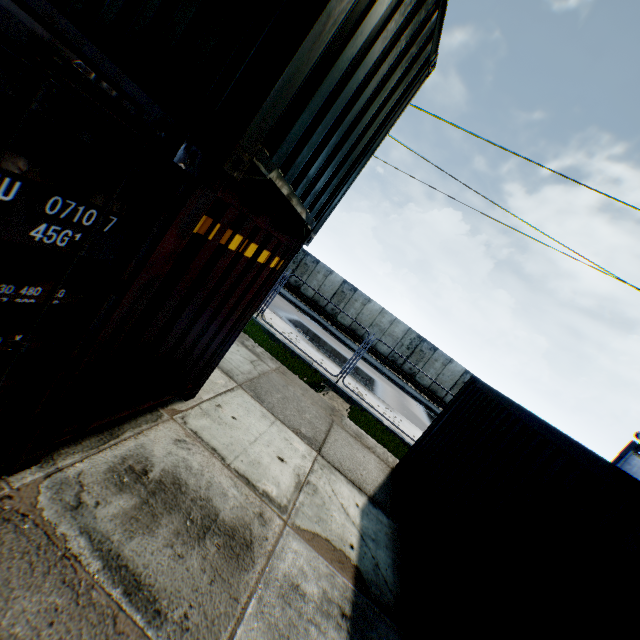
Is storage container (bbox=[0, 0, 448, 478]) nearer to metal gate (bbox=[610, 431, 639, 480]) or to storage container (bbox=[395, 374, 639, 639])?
storage container (bbox=[395, 374, 639, 639])

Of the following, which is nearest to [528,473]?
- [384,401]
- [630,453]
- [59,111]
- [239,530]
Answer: [239,530]

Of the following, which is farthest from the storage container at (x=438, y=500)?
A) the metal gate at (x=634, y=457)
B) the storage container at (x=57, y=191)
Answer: the metal gate at (x=634, y=457)

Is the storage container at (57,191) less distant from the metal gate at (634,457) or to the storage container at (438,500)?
the storage container at (438,500)

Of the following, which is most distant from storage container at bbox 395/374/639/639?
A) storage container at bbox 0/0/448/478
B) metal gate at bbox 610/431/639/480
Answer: metal gate at bbox 610/431/639/480
